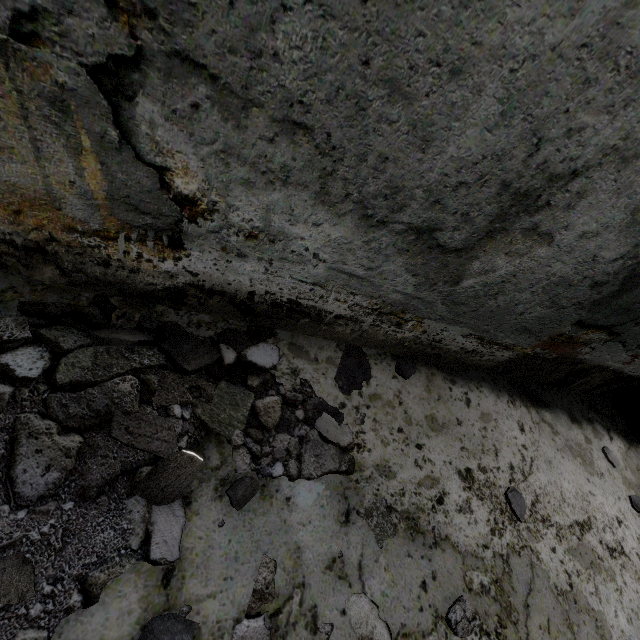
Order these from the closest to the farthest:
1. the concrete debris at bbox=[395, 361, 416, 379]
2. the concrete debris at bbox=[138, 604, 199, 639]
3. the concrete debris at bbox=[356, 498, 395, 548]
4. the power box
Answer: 1. the concrete debris at bbox=[138, 604, 199, 639]
2. the concrete debris at bbox=[356, 498, 395, 548]
3. the concrete debris at bbox=[395, 361, 416, 379]
4. the power box

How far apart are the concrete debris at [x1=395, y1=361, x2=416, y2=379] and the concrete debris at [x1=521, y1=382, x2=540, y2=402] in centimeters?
124cm

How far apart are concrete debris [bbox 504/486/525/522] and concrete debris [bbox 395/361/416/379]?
1.0m

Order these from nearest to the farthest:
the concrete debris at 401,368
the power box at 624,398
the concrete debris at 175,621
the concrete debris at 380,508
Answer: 1. the concrete debris at 175,621
2. the concrete debris at 380,508
3. the concrete debris at 401,368
4. the power box at 624,398

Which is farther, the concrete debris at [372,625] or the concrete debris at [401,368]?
the concrete debris at [401,368]

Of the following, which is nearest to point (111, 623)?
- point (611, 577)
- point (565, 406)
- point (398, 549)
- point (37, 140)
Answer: point (398, 549)

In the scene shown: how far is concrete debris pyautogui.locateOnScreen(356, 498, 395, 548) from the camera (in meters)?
1.65
